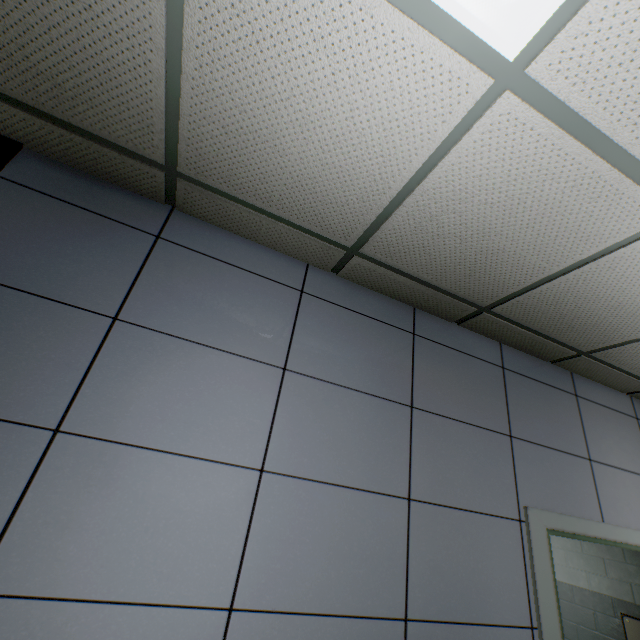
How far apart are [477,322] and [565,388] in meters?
1.1
